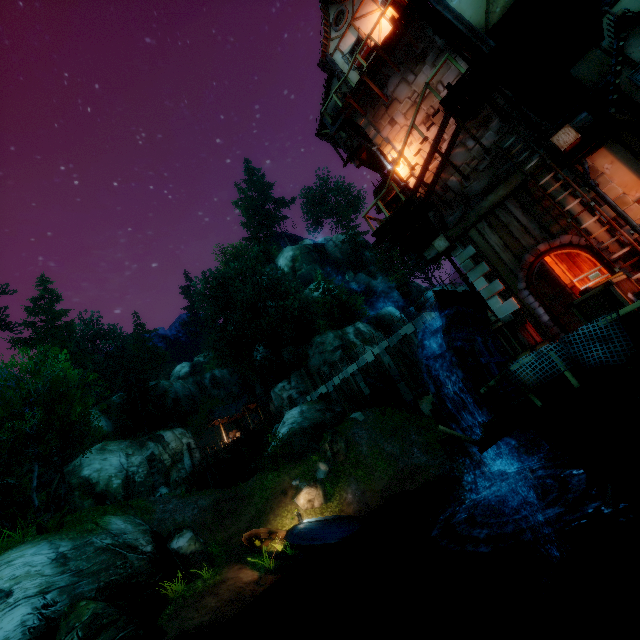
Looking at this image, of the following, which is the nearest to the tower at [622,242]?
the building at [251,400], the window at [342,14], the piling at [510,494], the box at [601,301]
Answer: the box at [601,301]

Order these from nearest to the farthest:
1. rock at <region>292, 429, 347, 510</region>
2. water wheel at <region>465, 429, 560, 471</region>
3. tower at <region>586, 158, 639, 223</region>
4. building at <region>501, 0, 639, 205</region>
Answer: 1. building at <region>501, 0, 639, 205</region>
2. tower at <region>586, 158, 639, 223</region>
3. water wheel at <region>465, 429, 560, 471</region>
4. rock at <region>292, 429, 347, 510</region>

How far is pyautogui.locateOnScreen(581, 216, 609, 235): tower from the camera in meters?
8.5

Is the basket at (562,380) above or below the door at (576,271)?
below

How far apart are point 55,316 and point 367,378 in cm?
4086

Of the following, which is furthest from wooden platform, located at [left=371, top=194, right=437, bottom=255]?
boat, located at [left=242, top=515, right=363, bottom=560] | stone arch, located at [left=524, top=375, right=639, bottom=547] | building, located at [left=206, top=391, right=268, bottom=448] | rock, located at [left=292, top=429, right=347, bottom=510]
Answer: building, located at [left=206, top=391, right=268, bottom=448]

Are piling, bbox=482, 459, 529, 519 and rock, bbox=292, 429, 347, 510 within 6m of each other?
no

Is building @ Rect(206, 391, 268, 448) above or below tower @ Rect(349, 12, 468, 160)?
below
